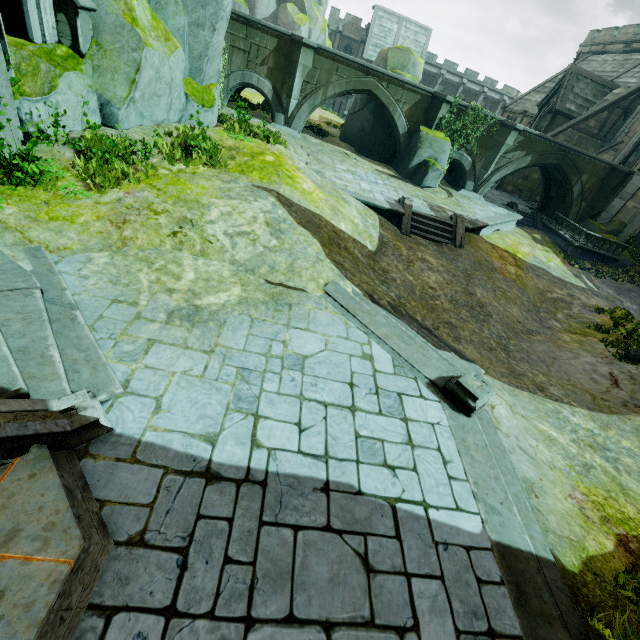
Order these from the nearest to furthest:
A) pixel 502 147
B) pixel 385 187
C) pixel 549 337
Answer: pixel 549 337 → pixel 385 187 → pixel 502 147

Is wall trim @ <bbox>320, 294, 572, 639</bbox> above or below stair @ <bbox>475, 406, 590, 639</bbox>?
above

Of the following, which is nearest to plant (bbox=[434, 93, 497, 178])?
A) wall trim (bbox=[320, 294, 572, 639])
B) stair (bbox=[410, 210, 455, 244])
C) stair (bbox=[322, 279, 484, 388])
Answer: stair (bbox=[410, 210, 455, 244])

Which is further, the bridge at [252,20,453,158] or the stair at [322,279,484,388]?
the bridge at [252,20,453,158]

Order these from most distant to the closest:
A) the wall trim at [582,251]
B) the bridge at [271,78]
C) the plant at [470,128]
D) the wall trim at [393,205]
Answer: the wall trim at [582,251] < the plant at [470,128] < the bridge at [271,78] < the wall trim at [393,205]

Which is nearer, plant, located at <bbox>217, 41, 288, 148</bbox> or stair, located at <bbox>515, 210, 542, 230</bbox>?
plant, located at <bbox>217, 41, 288, 148</bbox>

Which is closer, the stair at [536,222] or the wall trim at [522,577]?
the wall trim at [522,577]

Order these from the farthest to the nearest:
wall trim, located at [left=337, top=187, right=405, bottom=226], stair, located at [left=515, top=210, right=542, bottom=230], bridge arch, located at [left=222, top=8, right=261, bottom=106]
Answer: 1. stair, located at [left=515, top=210, right=542, bottom=230]
2. bridge arch, located at [left=222, top=8, right=261, bottom=106]
3. wall trim, located at [left=337, top=187, right=405, bottom=226]
